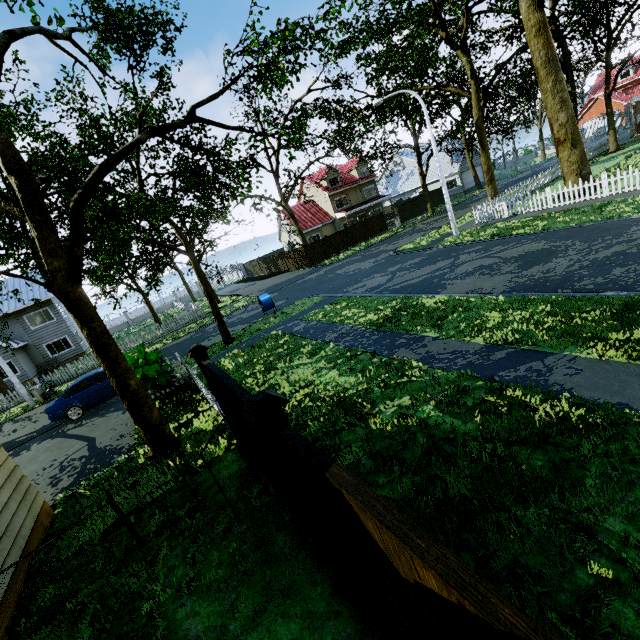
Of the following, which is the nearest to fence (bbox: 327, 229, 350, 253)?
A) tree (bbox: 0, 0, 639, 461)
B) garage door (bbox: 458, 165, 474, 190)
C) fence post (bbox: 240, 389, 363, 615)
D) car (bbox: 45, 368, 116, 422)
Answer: fence post (bbox: 240, 389, 363, 615)

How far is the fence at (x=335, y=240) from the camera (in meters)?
34.12

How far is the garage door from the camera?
43.8m

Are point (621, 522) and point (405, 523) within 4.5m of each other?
yes

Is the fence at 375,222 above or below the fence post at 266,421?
below

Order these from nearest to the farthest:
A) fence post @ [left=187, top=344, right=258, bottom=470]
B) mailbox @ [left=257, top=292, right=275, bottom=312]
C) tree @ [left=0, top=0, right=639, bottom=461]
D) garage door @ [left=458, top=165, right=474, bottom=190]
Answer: fence post @ [left=187, top=344, right=258, bottom=470] → tree @ [left=0, top=0, right=639, bottom=461] → mailbox @ [left=257, top=292, right=275, bottom=312] → garage door @ [left=458, top=165, right=474, bottom=190]

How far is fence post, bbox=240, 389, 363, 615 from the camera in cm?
248

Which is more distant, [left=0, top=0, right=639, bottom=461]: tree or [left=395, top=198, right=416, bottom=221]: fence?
[left=395, top=198, right=416, bottom=221]: fence
